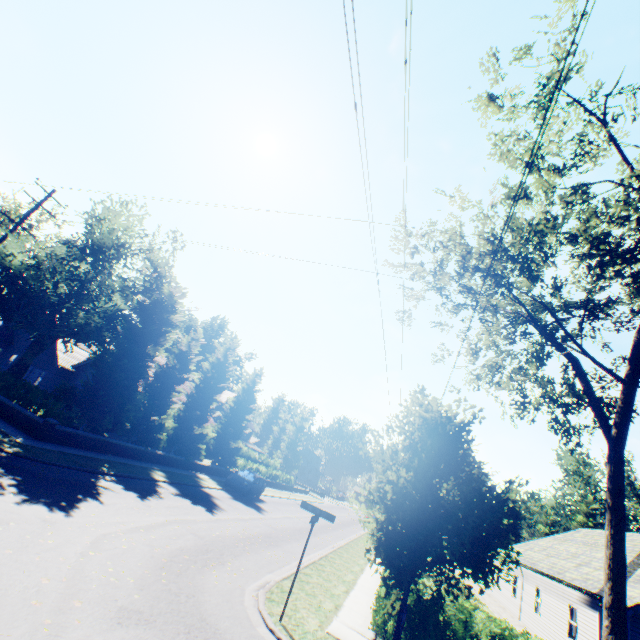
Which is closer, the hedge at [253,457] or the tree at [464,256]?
the tree at [464,256]

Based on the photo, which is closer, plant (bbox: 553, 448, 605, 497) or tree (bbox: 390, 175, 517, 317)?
tree (bbox: 390, 175, 517, 317)

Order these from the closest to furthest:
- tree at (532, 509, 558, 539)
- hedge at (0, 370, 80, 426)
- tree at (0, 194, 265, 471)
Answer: hedge at (0, 370, 80, 426)
tree at (0, 194, 265, 471)
tree at (532, 509, 558, 539)

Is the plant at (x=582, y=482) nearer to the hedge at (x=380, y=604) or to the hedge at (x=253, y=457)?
the hedge at (x=253, y=457)

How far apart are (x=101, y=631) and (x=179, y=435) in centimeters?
2048cm

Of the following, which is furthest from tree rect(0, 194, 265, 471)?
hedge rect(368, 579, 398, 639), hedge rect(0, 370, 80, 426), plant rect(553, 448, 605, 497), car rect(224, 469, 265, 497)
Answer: car rect(224, 469, 265, 497)

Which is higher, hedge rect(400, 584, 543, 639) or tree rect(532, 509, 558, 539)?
tree rect(532, 509, 558, 539)

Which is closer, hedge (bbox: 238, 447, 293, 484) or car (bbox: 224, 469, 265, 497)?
car (bbox: 224, 469, 265, 497)
